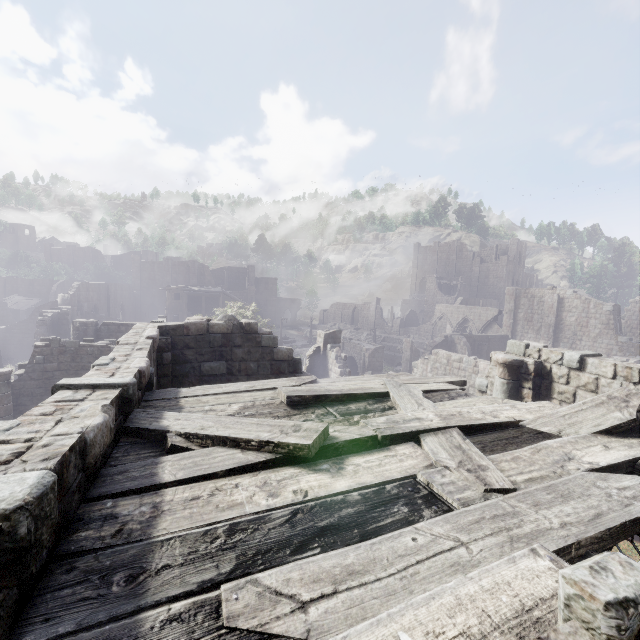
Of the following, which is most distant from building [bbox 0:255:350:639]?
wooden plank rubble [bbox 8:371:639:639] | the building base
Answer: the building base

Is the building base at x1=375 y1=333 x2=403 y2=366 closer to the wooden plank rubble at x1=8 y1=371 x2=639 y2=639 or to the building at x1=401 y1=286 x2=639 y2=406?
the building at x1=401 y1=286 x2=639 y2=406

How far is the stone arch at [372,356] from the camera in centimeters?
3428cm

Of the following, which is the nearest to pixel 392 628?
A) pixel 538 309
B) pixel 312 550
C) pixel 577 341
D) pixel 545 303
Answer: pixel 312 550

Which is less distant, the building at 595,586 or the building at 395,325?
the building at 595,586

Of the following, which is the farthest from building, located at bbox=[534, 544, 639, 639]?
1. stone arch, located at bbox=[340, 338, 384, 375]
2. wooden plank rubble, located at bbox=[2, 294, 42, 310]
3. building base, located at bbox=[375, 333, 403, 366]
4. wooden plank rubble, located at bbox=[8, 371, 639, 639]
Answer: building base, located at bbox=[375, 333, 403, 366]

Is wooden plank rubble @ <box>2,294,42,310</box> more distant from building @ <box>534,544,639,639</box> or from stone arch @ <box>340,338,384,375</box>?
stone arch @ <box>340,338,384,375</box>
